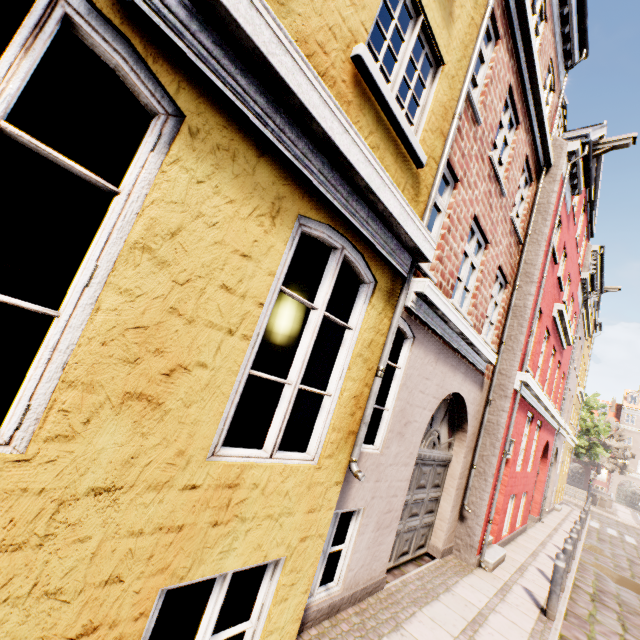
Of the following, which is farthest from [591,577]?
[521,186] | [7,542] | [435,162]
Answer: [7,542]

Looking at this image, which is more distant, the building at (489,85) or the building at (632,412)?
the building at (632,412)

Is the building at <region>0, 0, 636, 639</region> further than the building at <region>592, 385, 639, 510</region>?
No
